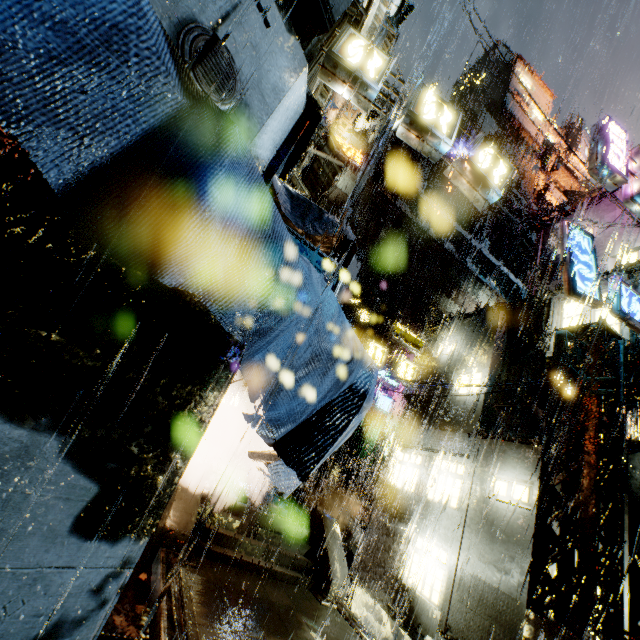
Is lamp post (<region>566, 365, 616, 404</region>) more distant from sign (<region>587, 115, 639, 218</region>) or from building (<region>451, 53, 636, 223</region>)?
sign (<region>587, 115, 639, 218</region>)

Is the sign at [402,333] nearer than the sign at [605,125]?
No

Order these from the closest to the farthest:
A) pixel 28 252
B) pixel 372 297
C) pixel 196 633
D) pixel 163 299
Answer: pixel 28 252 → pixel 163 299 → pixel 196 633 → pixel 372 297

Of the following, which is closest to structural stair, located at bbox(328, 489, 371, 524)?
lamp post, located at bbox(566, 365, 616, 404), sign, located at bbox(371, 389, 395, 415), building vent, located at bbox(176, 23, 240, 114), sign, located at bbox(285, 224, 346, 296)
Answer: sign, located at bbox(371, 389, 395, 415)

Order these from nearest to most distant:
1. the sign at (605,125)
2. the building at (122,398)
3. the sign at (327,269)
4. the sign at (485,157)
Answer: the building at (122,398) < the sign at (327,269) < the sign at (485,157) < the sign at (605,125)

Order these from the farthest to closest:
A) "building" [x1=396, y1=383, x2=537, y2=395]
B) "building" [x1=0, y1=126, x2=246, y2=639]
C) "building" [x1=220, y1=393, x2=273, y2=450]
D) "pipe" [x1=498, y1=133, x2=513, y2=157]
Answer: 1. "pipe" [x1=498, y1=133, x2=513, y2=157]
2. "building" [x1=220, y1=393, x2=273, y2=450]
3. "building" [x1=396, y1=383, x2=537, y2=395]
4. "building" [x1=0, y1=126, x2=246, y2=639]

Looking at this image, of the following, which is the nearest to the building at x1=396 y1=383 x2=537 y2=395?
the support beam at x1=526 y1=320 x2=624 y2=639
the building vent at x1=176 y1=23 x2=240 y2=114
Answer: the building vent at x1=176 y1=23 x2=240 y2=114

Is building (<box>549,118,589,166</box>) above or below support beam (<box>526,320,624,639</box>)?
above
